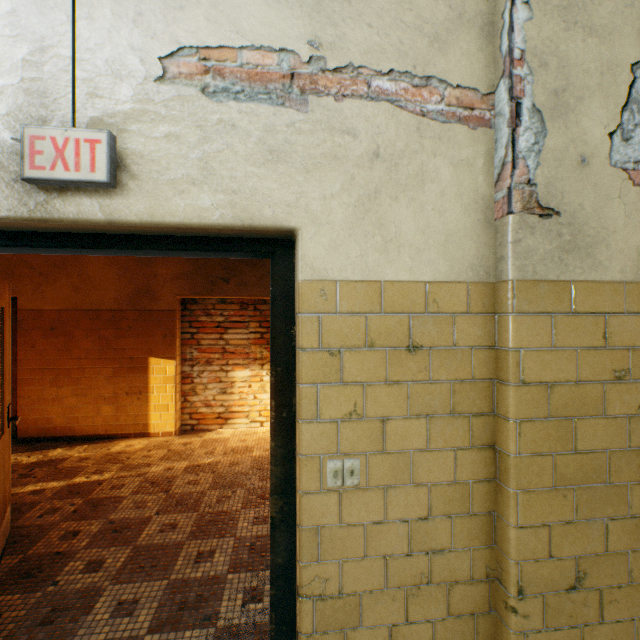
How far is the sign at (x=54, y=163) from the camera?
1.2 meters

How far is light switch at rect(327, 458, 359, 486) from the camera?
1.3 meters

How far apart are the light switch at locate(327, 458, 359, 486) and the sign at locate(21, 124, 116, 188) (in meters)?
1.42

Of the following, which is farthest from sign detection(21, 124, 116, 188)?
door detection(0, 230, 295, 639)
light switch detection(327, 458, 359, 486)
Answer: light switch detection(327, 458, 359, 486)

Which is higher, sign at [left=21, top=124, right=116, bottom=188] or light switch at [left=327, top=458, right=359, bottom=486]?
sign at [left=21, top=124, right=116, bottom=188]

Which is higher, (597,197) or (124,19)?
(124,19)

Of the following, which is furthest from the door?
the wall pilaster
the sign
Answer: the wall pilaster

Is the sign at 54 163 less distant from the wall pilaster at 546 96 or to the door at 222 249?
the door at 222 249
